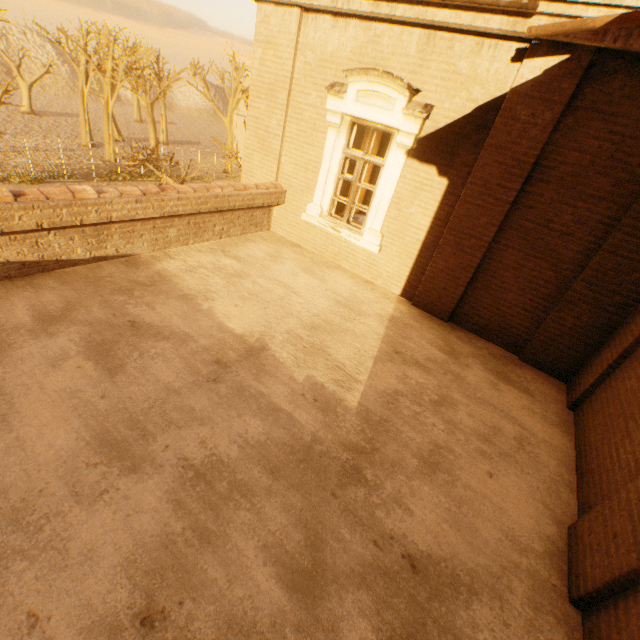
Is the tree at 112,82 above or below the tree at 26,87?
above

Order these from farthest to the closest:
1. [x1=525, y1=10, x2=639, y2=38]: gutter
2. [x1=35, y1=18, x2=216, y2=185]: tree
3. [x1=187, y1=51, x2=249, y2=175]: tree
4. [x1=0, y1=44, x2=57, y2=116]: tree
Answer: [x1=35, y1=18, x2=216, y2=185]: tree < [x1=0, y1=44, x2=57, y2=116]: tree < [x1=187, y1=51, x2=249, y2=175]: tree < [x1=525, y1=10, x2=639, y2=38]: gutter

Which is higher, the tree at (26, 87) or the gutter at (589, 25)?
the gutter at (589, 25)

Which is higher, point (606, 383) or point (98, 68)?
point (98, 68)

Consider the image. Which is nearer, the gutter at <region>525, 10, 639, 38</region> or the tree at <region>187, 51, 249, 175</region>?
the gutter at <region>525, 10, 639, 38</region>

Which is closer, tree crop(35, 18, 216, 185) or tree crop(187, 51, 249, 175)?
tree crop(187, 51, 249, 175)

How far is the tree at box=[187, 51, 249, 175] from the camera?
16.27m
